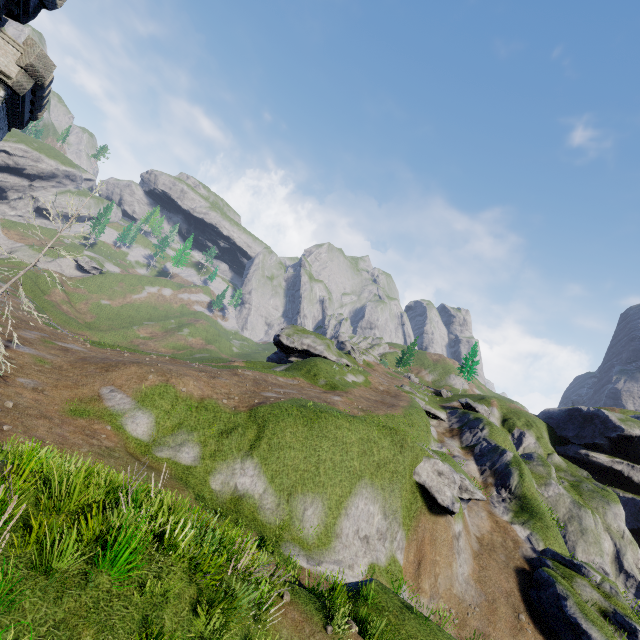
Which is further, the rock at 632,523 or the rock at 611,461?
the rock at 611,461

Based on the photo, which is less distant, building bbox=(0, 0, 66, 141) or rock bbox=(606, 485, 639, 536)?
building bbox=(0, 0, 66, 141)

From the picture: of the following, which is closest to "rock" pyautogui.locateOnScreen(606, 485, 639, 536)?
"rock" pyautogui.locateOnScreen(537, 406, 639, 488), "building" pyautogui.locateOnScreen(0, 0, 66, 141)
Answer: "rock" pyautogui.locateOnScreen(537, 406, 639, 488)

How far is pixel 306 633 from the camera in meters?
7.4

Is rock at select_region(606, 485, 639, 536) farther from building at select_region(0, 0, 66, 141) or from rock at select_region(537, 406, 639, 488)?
building at select_region(0, 0, 66, 141)

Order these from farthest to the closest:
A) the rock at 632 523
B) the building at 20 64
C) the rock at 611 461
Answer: the rock at 611 461
the rock at 632 523
the building at 20 64
